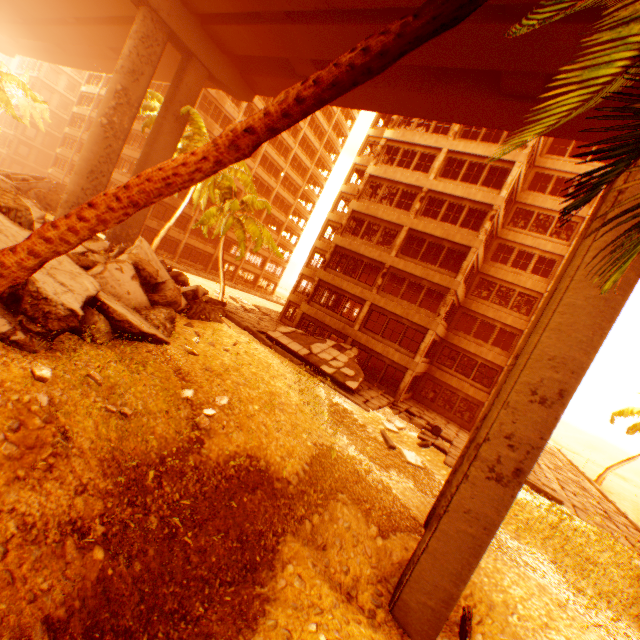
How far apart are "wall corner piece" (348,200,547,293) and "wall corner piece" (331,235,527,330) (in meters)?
2.07

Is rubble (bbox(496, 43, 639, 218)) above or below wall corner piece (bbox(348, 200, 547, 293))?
below

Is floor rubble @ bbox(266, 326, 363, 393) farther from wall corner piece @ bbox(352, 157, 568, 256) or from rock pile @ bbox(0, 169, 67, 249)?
wall corner piece @ bbox(352, 157, 568, 256)

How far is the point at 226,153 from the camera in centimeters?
333cm

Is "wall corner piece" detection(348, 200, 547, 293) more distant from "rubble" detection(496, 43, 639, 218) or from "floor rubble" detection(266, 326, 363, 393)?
"floor rubble" detection(266, 326, 363, 393)

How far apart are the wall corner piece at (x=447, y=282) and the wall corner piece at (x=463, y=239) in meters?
2.1

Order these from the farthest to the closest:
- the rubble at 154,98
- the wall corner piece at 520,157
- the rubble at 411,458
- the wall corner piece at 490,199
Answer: the rubble at 154,98
the wall corner piece at 490,199
the wall corner piece at 520,157
the rubble at 411,458

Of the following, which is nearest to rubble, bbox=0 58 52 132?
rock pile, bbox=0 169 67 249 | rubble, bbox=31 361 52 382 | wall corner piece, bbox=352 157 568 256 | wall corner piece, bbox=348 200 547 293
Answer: rubble, bbox=31 361 52 382
